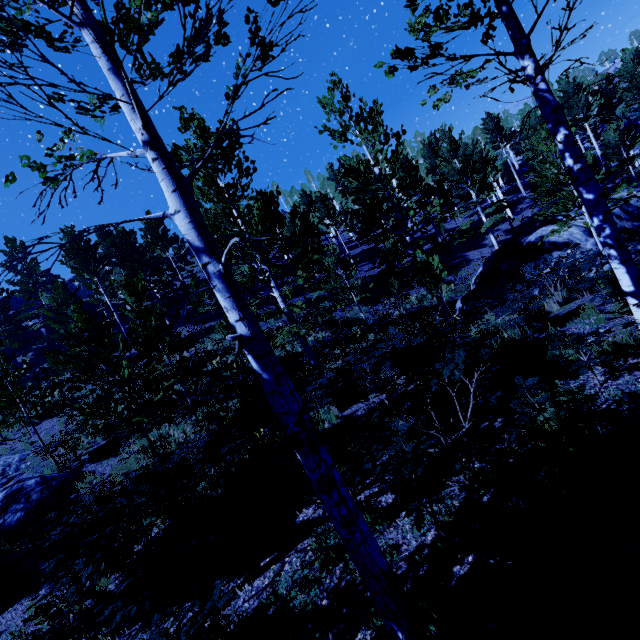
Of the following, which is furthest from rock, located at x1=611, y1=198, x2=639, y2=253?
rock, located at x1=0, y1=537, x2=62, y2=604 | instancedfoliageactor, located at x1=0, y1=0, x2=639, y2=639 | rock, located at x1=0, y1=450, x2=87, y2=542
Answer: rock, located at x1=0, y1=450, x2=87, y2=542

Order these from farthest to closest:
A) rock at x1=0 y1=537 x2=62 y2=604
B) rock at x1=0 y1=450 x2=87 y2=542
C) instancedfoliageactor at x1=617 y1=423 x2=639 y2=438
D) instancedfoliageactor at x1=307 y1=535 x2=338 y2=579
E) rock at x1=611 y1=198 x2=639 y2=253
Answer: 1. rock at x1=611 y1=198 x2=639 y2=253
2. rock at x1=0 y1=450 x2=87 y2=542
3. rock at x1=0 y1=537 x2=62 y2=604
4. instancedfoliageactor at x1=307 y1=535 x2=338 y2=579
5. instancedfoliageactor at x1=617 y1=423 x2=639 y2=438

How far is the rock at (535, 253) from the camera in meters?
12.8

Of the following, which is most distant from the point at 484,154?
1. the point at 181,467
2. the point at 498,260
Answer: the point at 181,467

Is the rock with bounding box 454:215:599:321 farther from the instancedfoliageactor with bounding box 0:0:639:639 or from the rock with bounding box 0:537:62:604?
the rock with bounding box 0:537:62:604

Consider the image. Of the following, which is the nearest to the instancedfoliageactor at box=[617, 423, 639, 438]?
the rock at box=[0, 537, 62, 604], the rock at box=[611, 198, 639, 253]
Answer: the rock at box=[0, 537, 62, 604]

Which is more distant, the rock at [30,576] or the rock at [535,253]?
the rock at [535,253]
